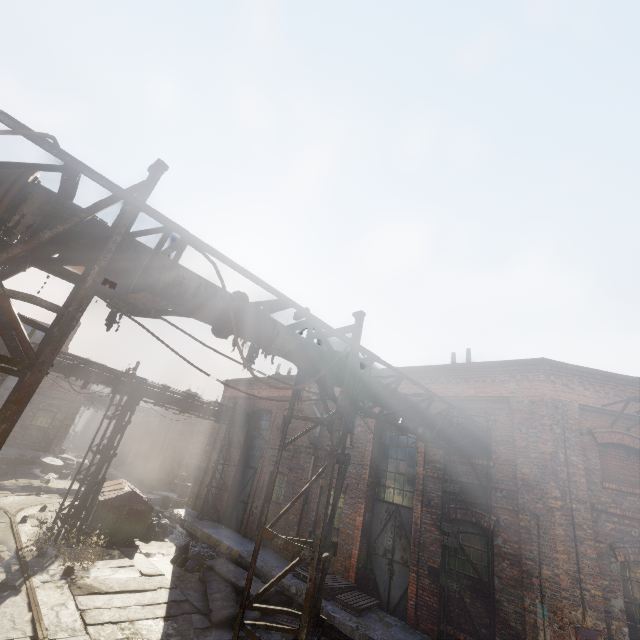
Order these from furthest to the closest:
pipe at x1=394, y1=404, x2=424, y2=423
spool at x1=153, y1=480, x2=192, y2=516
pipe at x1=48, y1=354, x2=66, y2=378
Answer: spool at x1=153, y1=480, x2=192, y2=516, pipe at x1=48, y1=354, x2=66, y2=378, pipe at x1=394, y1=404, x2=424, y2=423

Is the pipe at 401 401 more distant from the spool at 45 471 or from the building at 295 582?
the spool at 45 471

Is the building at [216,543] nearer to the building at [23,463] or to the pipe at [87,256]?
the pipe at [87,256]

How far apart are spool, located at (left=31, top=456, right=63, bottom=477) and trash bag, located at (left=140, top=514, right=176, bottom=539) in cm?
1204

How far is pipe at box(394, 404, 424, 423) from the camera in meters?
7.6

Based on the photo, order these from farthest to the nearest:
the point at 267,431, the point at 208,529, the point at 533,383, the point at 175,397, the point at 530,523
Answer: the point at 267,431 → the point at 175,397 → the point at 208,529 → the point at 533,383 → the point at 530,523

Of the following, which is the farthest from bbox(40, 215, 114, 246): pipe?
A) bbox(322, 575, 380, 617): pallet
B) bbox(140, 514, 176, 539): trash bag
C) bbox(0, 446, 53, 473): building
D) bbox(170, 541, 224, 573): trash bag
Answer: bbox(0, 446, 53, 473): building

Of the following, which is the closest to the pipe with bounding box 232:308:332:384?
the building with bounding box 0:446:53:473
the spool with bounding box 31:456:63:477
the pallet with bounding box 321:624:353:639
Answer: the pallet with bounding box 321:624:353:639
